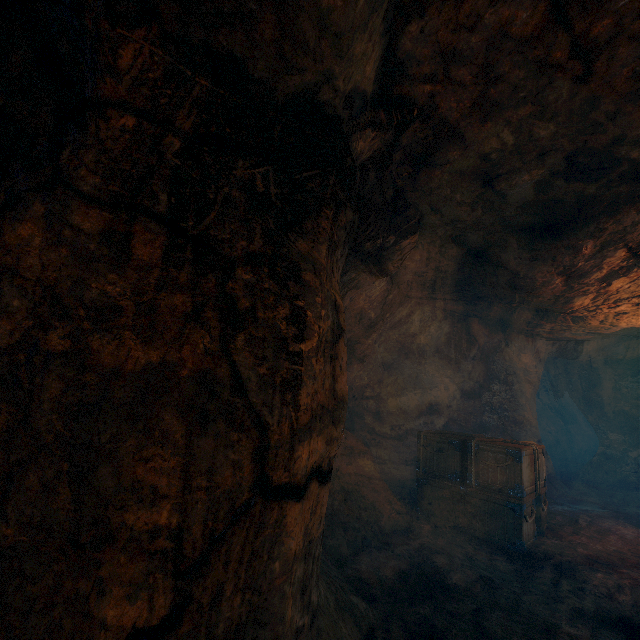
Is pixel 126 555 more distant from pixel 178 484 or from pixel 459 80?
pixel 459 80

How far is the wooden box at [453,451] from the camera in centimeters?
583cm

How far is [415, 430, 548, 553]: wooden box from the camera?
5.83m

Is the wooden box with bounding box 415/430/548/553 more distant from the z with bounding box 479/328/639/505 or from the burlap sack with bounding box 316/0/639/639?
the z with bounding box 479/328/639/505

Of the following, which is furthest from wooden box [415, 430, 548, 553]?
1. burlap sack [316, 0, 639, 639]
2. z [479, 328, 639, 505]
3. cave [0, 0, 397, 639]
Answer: cave [0, 0, 397, 639]

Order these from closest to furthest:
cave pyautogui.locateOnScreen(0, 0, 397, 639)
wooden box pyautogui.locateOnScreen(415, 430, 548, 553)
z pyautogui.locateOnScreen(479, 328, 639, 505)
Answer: cave pyautogui.locateOnScreen(0, 0, 397, 639), wooden box pyautogui.locateOnScreen(415, 430, 548, 553), z pyautogui.locateOnScreen(479, 328, 639, 505)

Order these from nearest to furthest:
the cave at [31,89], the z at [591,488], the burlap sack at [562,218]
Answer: the cave at [31,89]
the burlap sack at [562,218]
the z at [591,488]
